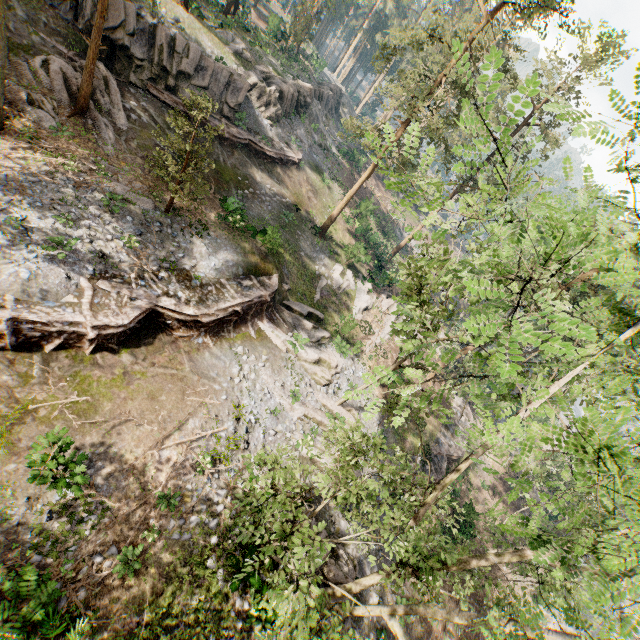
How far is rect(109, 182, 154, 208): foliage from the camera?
16.5 meters

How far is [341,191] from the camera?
37.3 meters

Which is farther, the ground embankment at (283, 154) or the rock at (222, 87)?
the ground embankment at (283, 154)

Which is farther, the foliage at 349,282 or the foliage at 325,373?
the foliage at 349,282

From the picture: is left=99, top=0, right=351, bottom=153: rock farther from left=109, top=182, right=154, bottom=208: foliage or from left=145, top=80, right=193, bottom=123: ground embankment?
left=109, top=182, right=154, bottom=208: foliage

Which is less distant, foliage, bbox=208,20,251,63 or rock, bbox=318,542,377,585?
rock, bbox=318,542,377,585

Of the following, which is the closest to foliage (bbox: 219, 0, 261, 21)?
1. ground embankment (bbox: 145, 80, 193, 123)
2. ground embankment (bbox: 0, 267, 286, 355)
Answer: ground embankment (bbox: 0, 267, 286, 355)

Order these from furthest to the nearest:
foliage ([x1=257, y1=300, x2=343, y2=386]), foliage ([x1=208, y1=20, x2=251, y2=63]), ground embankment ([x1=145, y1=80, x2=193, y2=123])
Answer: foliage ([x1=208, y1=20, x2=251, y2=63]) < ground embankment ([x1=145, y1=80, x2=193, y2=123]) < foliage ([x1=257, y1=300, x2=343, y2=386])
